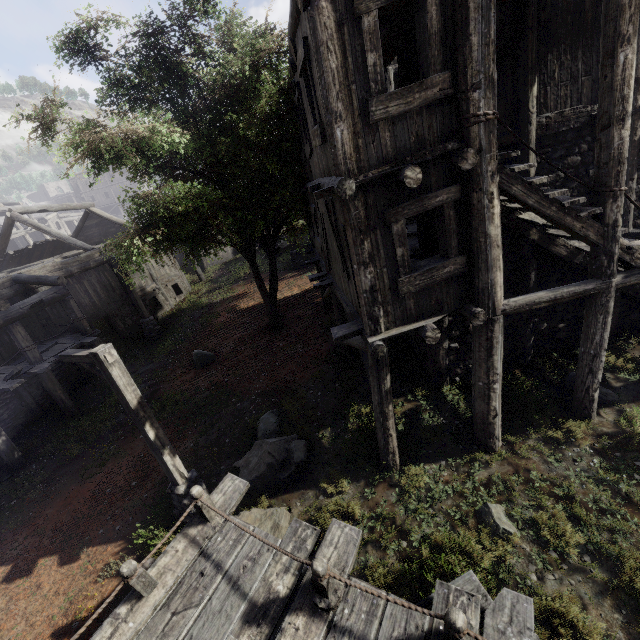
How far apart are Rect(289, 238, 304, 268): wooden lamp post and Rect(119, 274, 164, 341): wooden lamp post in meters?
8.3

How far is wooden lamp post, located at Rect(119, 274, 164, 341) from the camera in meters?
17.2 m

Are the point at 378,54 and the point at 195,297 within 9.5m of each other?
no

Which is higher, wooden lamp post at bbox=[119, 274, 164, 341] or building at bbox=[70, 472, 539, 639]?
building at bbox=[70, 472, 539, 639]

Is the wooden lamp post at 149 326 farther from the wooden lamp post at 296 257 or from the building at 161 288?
the wooden lamp post at 296 257

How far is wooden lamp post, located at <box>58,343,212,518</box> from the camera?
5.93m

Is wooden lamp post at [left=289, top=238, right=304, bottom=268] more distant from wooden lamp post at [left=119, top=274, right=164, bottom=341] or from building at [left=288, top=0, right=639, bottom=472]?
wooden lamp post at [left=119, top=274, right=164, bottom=341]

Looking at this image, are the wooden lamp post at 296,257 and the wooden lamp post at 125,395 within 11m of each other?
no
